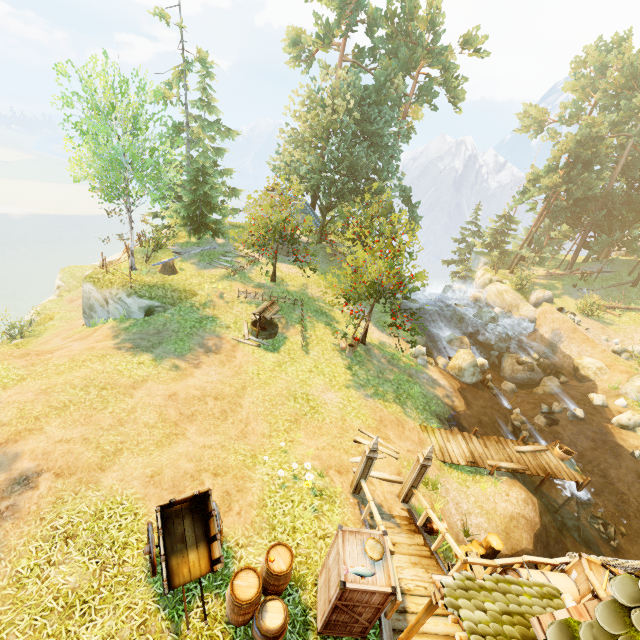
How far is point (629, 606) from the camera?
2.48m

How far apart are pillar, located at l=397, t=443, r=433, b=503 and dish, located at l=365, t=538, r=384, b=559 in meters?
3.2

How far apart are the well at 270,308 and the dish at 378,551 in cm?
1180

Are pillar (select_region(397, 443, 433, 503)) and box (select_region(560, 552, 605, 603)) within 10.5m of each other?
yes

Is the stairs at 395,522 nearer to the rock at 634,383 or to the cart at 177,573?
the cart at 177,573

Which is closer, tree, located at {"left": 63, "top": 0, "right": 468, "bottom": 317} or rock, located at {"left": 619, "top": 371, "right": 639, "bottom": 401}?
tree, located at {"left": 63, "top": 0, "right": 468, "bottom": 317}

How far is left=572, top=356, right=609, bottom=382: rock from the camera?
23.3 meters

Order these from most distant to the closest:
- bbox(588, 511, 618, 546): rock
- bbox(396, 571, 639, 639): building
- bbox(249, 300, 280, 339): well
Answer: bbox(249, 300, 280, 339): well < bbox(588, 511, 618, 546): rock < bbox(396, 571, 639, 639): building
